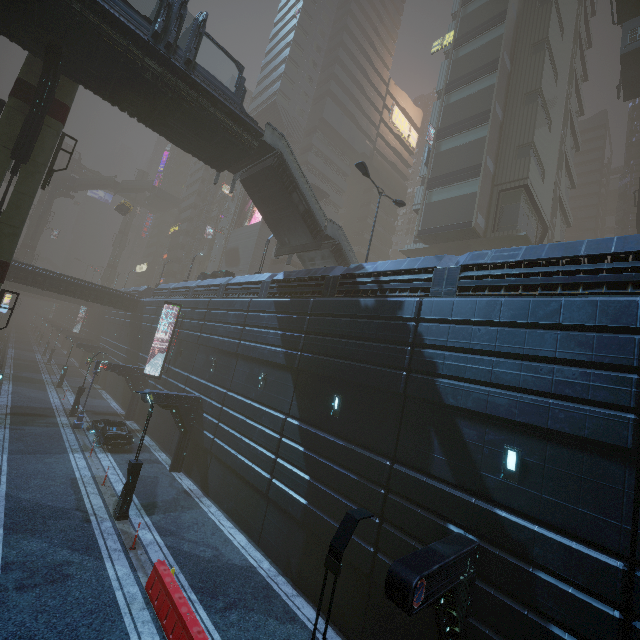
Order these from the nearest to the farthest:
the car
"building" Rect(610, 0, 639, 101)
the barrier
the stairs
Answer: the barrier < the stairs < the car < "building" Rect(610, 0, 639, 101)

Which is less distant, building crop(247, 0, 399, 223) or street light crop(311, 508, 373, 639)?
street light crop(311, 508, 373, 639)

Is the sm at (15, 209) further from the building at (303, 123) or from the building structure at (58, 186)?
the building structure at (58, 186)

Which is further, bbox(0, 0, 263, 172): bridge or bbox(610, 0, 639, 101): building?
bbox(610, 0, 639, 101): building

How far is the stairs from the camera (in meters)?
20.39

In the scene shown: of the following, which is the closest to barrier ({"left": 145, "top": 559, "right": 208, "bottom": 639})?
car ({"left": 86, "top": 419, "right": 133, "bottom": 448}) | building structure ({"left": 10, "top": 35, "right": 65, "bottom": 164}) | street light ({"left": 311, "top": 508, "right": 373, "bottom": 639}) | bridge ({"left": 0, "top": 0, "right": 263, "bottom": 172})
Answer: street light ({"left": 311, "top": 508, "right": 373, "bottom": 639})

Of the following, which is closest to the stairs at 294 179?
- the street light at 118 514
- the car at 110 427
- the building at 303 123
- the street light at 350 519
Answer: the building at 303 123

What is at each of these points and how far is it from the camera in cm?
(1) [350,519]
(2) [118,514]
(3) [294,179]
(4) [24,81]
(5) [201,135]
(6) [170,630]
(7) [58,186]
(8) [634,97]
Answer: (1) street light, 686
(2) street light, 1424
(3) stairs, 2052
(4) sm, 1606
(5) bridge, 1877
(6) barrier, 928
(7) building structure, 5894
(8) building, 3238
